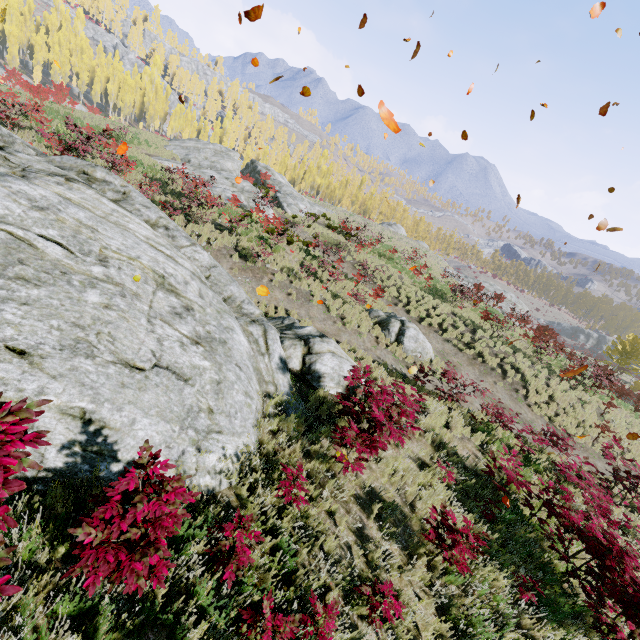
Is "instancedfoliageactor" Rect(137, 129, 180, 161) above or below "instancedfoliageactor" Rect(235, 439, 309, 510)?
above

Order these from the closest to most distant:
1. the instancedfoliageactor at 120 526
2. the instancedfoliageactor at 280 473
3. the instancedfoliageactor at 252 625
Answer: the instancedfoliageactor at 120 526 < the instancedfoliageactor at 252 625 < the instancedfoliageactor at 280 473

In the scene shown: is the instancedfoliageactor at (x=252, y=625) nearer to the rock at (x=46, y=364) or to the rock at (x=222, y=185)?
the rock at (x=46, y=364)

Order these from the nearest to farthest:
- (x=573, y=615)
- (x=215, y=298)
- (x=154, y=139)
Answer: (x=573, y=615), (x=215, y=298), (x=154, y=139)

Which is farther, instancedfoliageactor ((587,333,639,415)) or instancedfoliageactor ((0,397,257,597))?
instancedfoliageactor ((587,333,639,415))

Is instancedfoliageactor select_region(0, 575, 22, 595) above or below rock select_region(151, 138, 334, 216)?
below

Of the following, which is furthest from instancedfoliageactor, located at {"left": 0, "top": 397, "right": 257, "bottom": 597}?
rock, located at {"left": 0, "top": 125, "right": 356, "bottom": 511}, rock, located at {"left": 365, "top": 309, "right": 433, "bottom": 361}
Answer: rock, located at {"left": 365, "top": 309, "right": 433, "bottom": 361}
